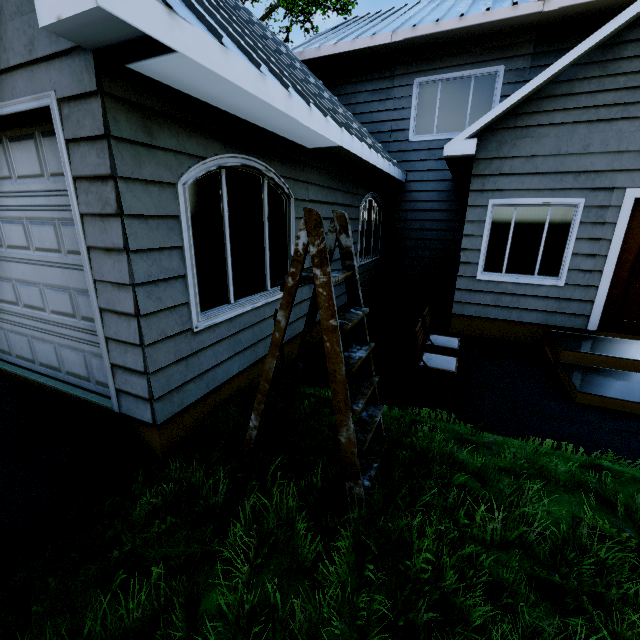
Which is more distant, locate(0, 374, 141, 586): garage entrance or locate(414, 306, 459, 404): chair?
locate(414, 306, 459, 404): chair

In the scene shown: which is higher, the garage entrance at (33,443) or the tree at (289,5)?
the tree at (289,5)

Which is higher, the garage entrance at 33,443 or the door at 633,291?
the door at 633,291

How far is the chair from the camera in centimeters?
397cm

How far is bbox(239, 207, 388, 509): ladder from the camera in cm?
213

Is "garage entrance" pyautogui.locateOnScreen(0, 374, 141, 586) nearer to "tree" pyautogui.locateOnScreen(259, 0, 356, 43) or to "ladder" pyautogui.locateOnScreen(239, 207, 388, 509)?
"ladder" pyautogui.locateOnScreen(239, 207, 388, 509)

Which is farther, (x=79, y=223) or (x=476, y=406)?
(x=476, y=406)

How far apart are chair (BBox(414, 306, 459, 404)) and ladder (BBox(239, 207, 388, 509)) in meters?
1.4
